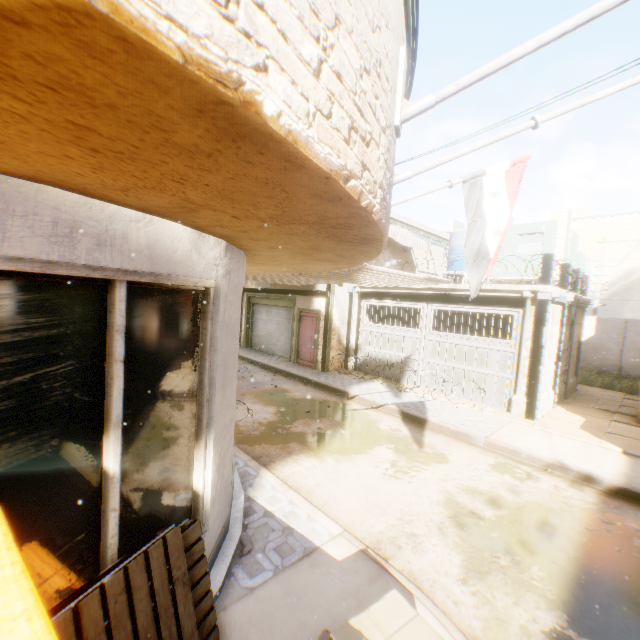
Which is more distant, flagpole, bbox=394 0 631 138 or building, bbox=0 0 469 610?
flagpole, bbox=394 0 631 138

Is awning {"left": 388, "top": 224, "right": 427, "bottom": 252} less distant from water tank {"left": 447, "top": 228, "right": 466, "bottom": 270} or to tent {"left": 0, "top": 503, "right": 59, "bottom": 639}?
water tank {"left": 447, "top": 228, "right": 466, "bottom": 270}

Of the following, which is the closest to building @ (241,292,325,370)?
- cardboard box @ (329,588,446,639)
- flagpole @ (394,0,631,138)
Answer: flagpole @ (394,0,631,138)

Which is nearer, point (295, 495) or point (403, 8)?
point (403, 8)

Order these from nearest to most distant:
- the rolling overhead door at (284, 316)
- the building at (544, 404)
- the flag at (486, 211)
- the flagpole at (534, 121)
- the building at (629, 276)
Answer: the flagpole at (534, 121) < the flag at (486, 211) < the building at (544, 404) < the rolling overhead door at (284, 316) < the building at (629, 276)

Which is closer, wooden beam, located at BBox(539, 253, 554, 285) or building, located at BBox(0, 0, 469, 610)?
building, located at BBox(0, 0, 469, 610)

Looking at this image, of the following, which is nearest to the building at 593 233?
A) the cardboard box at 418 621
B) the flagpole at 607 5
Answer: the flagpole at 607 5

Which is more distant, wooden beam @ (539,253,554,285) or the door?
the door
